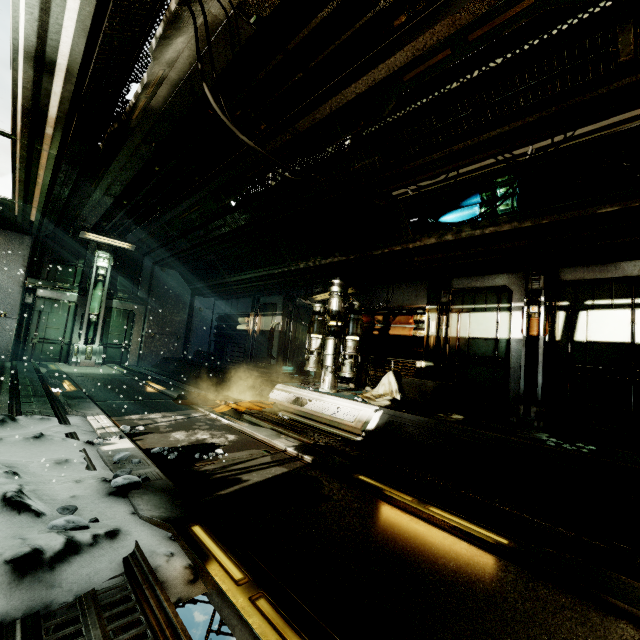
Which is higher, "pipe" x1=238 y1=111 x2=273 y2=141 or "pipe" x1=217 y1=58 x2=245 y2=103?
"pipe" x1=238 y1=111 x2=273 y2=141

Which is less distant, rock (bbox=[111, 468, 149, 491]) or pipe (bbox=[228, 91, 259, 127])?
rock (bbox=[111, 468, 149, 491])

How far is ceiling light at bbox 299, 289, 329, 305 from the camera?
8.5m

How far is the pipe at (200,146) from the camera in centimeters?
544cm

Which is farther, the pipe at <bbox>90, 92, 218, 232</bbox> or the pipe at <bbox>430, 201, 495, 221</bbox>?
the pipe at <bbox>430, 201, 495, 221</bbox>

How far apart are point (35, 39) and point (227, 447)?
4.72m

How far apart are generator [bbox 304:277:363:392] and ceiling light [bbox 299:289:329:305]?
0.57m

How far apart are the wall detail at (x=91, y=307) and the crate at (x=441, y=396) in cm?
1018
